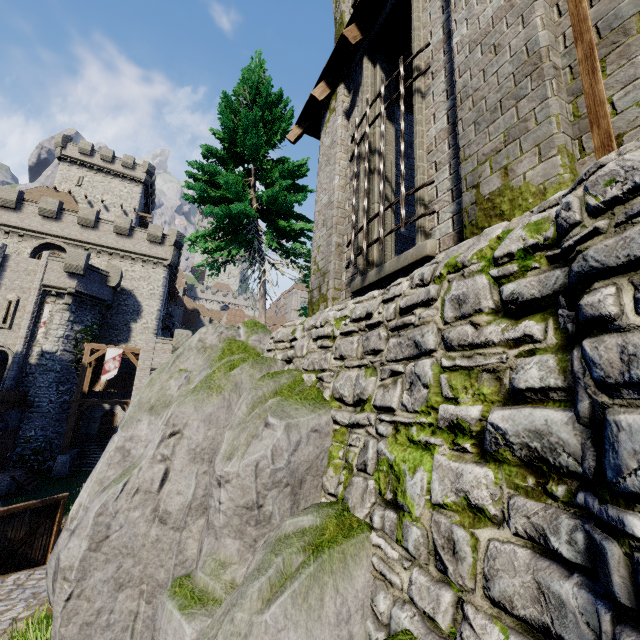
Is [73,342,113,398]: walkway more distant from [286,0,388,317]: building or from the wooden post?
the wooden post

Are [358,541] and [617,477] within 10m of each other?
yes

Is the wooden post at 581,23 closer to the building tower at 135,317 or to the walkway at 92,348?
the walkway at 92,348

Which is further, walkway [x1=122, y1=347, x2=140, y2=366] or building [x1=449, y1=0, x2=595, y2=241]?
walkway [x1=122, y1=347, x2=140, y2=366]

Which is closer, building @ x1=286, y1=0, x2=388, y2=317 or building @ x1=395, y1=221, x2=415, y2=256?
building @ x1=286, y1=0, x2=388, y2=317

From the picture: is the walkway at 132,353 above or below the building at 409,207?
below

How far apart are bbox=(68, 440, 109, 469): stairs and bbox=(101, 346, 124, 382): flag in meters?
7.0 m

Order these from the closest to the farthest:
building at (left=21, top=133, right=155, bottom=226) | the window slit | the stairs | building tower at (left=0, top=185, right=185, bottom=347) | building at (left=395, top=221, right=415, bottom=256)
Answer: building at (left=395, top=221, right=415, bottom=256) → the window slit → the stairs → building tower at (left=0, top=185, right=185, bottom=347) → building at (left=21, top=133, right=155, bottom=226)
